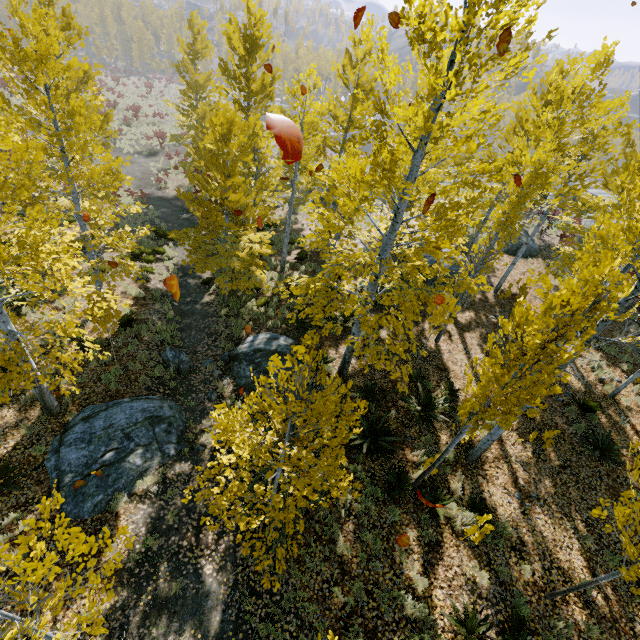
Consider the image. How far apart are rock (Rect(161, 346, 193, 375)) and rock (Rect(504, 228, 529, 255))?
18.79m

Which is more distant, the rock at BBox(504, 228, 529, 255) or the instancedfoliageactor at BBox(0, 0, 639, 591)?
the rock at BBox(504, 228, 529, 255)

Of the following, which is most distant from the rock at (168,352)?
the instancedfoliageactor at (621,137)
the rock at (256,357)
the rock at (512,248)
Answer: the rock at (256,357)

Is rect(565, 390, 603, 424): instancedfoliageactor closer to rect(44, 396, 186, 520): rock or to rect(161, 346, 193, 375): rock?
rect(44, 396, 186, 520): rock

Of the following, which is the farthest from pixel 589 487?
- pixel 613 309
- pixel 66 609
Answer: pixel 66 609

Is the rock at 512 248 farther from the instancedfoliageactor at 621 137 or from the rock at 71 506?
the rock at 71 506

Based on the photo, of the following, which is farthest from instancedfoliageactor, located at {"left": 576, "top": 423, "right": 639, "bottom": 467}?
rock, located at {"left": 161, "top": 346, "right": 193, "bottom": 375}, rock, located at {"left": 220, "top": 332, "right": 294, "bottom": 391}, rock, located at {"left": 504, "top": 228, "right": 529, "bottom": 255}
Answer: rock, located at {"left": 504, "top": 228, "right": 529, "bottom": 255}
